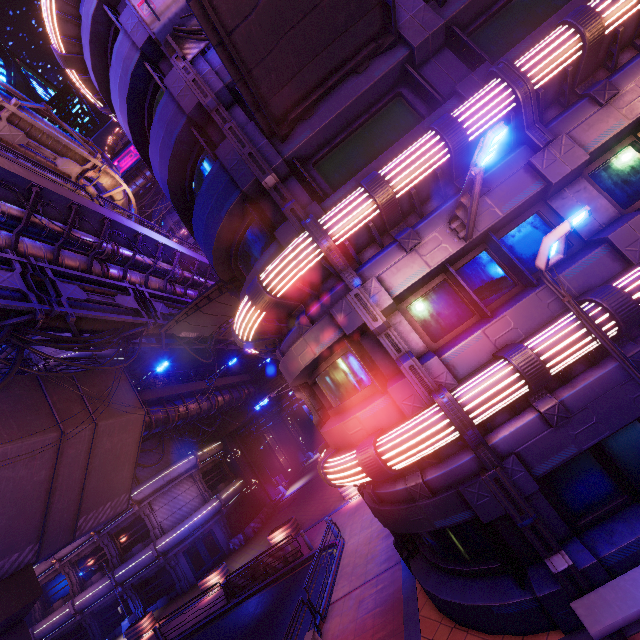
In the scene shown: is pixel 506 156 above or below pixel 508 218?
above

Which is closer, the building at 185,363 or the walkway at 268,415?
the building at 185,363

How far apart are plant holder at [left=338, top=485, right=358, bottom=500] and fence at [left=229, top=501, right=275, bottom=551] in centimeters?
1263cm

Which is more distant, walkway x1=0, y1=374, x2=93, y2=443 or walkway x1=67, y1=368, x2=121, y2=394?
walkway x1=67, y1=368, x2=121, y2=394

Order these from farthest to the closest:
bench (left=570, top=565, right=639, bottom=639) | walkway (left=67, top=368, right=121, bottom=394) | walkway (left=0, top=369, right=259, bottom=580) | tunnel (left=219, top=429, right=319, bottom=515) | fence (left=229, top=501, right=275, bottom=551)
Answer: tunnel (left=219, top=429, right=319, bottom=515) < fence (left=229, top=501, right=275, bottom=551) < walkway (left=67, top=368, right=121, bottom=394) < walkway (left=0, top=369, right=259, bottom=580) < bench (left=570, top=565, right=639, bottom=639)

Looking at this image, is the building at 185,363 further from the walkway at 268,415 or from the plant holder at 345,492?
the plant holder at 345,492

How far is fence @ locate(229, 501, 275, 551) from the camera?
28.20m

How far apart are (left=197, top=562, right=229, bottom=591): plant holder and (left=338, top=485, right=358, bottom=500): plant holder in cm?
1021
